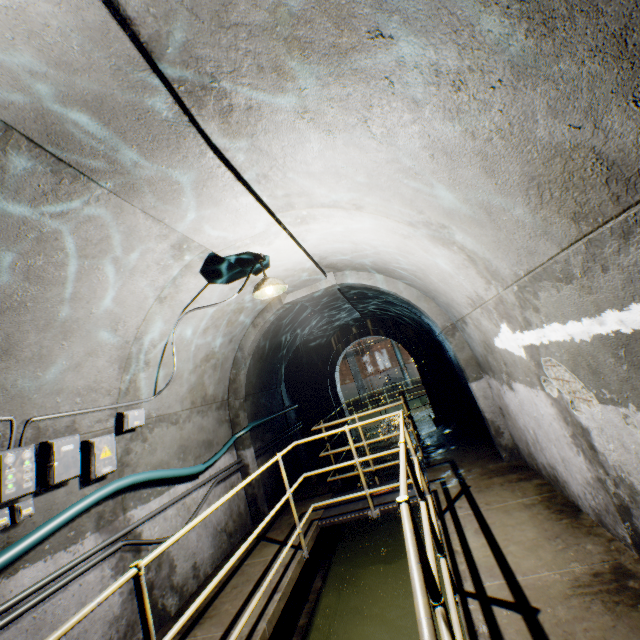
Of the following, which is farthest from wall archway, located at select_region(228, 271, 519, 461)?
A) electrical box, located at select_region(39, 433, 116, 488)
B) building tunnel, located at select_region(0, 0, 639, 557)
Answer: electrical box, located at select_region(39, 433, 116, 488)

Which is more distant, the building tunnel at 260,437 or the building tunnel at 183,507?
the building tunnel at 260,437

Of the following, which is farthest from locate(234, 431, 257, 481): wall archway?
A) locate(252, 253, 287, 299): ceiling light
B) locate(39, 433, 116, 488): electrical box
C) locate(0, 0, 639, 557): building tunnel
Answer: locate(39, 433, 116, 488): electrical box

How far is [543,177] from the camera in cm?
154

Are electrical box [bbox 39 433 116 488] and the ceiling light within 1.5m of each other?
no

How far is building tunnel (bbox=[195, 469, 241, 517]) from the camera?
4.78m

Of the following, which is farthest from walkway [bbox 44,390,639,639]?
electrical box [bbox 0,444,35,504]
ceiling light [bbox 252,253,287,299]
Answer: ceiling light [bbox 252,253,287,299]

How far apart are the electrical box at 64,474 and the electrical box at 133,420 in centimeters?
52cm
